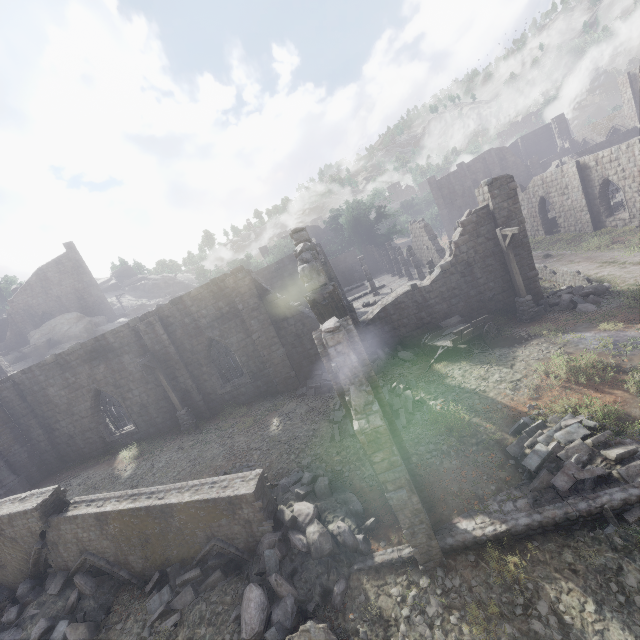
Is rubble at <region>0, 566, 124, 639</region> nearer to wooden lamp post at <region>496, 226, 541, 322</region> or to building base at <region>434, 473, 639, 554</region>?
building base at <region>434, 473, 639, 554</region>

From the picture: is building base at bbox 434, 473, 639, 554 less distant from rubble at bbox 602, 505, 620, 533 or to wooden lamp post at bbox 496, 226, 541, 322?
rubble at bbox 602, 505, 620, 533

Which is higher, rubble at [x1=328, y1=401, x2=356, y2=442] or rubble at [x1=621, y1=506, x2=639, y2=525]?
rubble at [x1=328, y1=401, x2=356, y2=442]

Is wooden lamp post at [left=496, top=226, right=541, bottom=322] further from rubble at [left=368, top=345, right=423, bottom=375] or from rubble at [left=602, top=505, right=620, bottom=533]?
rubble at [left=602, top=505, right=620, bottom=533]

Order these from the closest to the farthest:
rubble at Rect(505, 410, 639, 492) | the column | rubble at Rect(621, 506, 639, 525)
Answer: rubble at Rect(621, 506, 639, 525), rubble at Rect(505, 410, 639, 492), the column

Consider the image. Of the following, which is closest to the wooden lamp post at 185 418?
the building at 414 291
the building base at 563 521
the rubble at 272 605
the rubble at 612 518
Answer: the building at 414 291

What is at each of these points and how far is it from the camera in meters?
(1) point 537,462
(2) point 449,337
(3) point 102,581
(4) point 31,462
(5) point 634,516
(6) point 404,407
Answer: (1) rubble, 8.2 m
(2) cart, 15.4 m
(3) rubble, 9.5 m
(4) column, 18.7 m
(5) rubble, 6.6 m
(6) rubble, 12.0 m

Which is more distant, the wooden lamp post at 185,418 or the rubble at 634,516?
the wooden lamp post at 185,418
